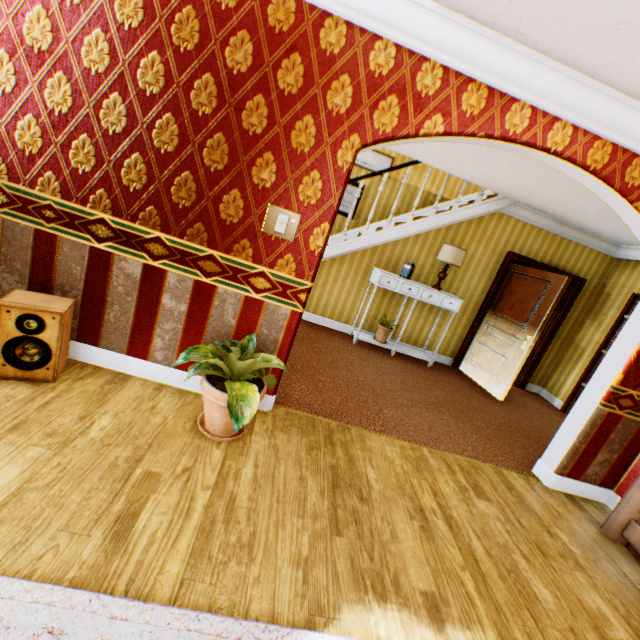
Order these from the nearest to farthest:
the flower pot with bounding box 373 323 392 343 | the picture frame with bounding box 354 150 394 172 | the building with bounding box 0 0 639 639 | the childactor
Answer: the building with bounding box 0 0 639 639, the childactor, the flower pot with bounding box 373 323 392 343, the picture frame with bounding box 354 150 394 172

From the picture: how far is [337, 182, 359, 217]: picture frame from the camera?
6.98m

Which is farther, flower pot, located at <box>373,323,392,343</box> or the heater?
flower pot, located at <box>373,323,392,343</box>

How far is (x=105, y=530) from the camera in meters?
1.6 m

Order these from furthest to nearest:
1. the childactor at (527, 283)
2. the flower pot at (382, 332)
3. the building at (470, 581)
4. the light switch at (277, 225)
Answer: the flower pot at (382, 332)
the childactor at (527, 283)
the light switch at (277, 225)
the building at (470, 581)

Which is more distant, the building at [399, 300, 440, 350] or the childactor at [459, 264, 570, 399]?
the building at [399, 300, 440, 350]

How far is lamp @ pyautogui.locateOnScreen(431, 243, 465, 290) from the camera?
5.4m

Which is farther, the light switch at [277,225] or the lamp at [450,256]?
the lamp at [450,256]
